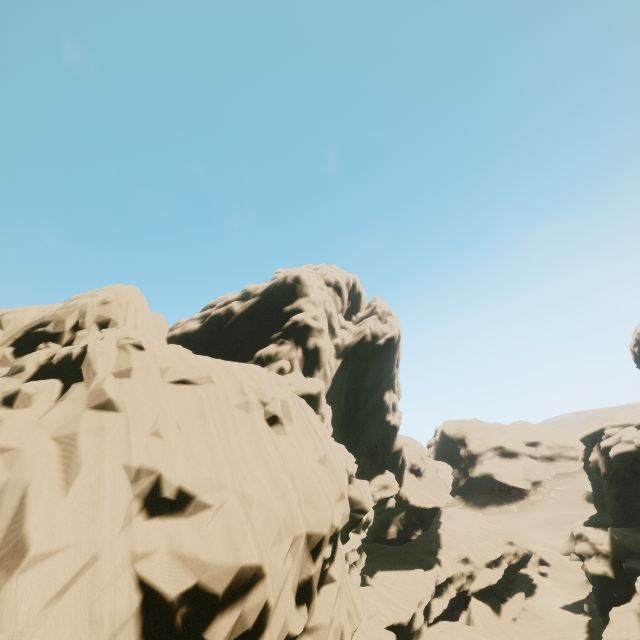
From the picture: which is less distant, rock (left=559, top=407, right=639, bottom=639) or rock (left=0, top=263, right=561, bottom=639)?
rock (left=0, top=263, right=561, bottom=639)

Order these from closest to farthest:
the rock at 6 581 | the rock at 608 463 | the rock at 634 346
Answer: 1. the rock at 6 581
2. the rock at 608 463
3. the rock at 634 346

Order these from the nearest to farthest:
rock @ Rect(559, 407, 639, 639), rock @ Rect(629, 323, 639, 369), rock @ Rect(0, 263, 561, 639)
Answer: rock @ Rect(0, 263, 561, 639) → rock @ Rect(559, 407, 639, 639) → rock @ Rect(629, 323, 639, 369)

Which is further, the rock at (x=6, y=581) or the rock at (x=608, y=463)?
the rock at (x=608, y=463)

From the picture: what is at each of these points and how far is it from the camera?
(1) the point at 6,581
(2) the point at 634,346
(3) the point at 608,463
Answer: (1) rock, 6.0m
(2) rock, 52.0m
(3) rock, 38.4m

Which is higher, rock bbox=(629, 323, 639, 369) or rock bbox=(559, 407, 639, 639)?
rock bbox=(629, 323, 639, 369)
